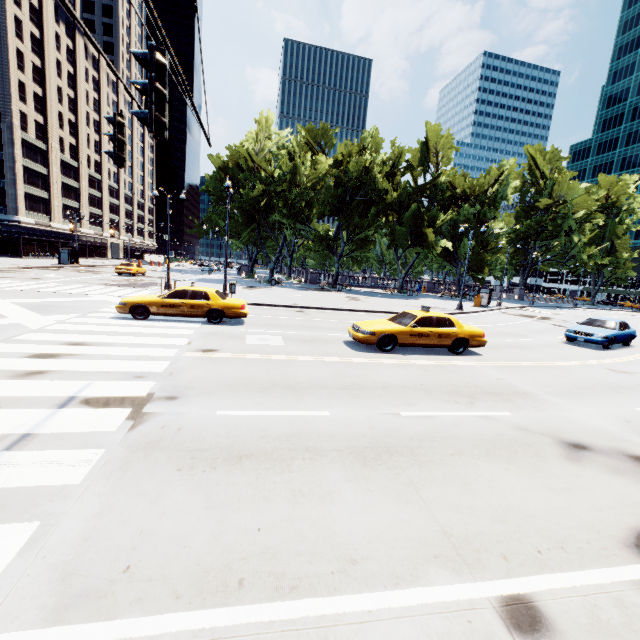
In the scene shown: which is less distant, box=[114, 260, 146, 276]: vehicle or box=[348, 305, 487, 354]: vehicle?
box=[348, 305, 487, 354]: vehicle

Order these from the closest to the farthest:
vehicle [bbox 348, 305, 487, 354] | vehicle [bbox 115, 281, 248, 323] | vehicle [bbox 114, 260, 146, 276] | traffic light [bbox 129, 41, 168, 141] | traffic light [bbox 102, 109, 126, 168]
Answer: traffic light [bbox 129, 41, 168, 141] < traffic light [bbox 102, 109, 126, 168] < vehicle [bbox 348, 305, 487, 354] < vehicle [bbox 115, 281, 248, 323] < vehicle [bbox 114, 260, 146, 276]

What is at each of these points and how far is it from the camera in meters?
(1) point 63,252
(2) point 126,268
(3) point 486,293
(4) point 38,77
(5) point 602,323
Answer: (1) bus stop, 41.4 m
(2) vehicle, 34.2 m
(3) bus stop, 34.3 m
(4) building, 51.2 m
(5) vehicle, 17.2 m

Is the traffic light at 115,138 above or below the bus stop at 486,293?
above

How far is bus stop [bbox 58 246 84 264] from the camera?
41.4m

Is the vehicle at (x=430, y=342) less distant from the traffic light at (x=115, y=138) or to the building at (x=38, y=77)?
the traffic light at (x=115, y=138)

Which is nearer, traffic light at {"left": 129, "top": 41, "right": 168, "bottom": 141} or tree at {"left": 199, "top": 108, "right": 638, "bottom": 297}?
traffic light at {"left": 129, "top": 41, "right": 168, "bottom": 141}

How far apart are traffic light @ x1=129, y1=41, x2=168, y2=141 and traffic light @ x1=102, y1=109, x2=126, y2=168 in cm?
270
